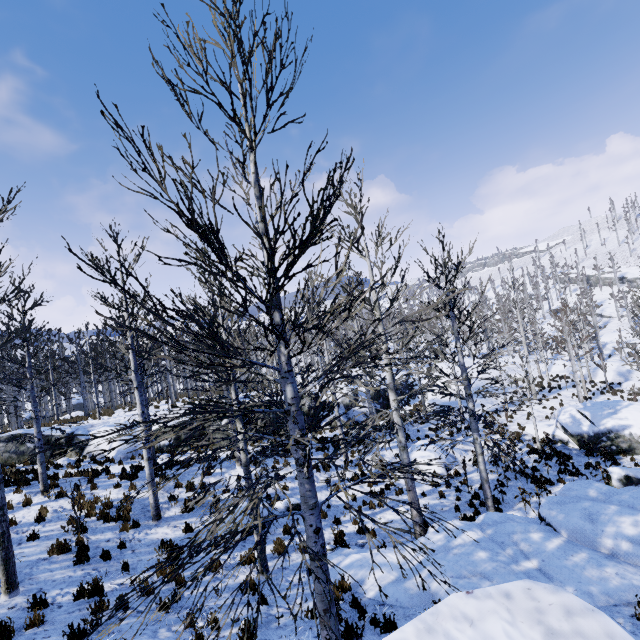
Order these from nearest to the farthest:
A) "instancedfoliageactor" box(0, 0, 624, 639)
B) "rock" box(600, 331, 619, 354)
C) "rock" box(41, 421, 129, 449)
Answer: "instancedfoliageactor" box(0, 0, 624, 639) < "rock" box(41, 421, 129, 449) < "rock" box(600, 331, 619, 354)

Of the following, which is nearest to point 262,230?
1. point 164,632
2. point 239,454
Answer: point 239,454

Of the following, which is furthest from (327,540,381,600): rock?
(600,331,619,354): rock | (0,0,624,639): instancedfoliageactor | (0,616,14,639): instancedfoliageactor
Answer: (600,331,619,354): rock

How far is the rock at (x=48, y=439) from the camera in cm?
1733

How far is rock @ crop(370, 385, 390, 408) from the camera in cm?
2917

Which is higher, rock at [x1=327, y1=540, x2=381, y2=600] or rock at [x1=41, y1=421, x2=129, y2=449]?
rock at [x1=41, y1=421, x2=129, y2=449]

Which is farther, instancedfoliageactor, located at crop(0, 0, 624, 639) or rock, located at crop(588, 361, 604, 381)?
rock, located at crop(588, 361, 604, 381)

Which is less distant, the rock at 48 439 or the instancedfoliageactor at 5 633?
the instancedfoliageactor at 5 633
